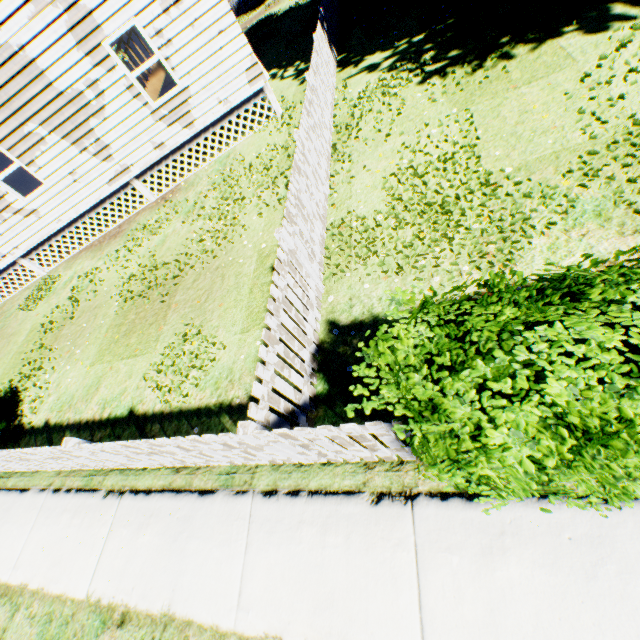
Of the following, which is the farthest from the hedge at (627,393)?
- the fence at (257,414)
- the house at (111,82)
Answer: the house at (111,82)

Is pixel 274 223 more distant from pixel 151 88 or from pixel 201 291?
pixel 151 88

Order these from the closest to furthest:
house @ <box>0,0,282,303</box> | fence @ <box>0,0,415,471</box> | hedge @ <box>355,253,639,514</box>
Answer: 1. hedge @ <box>355,253,639,514</box>
2. fence @ <box>0,0,415,471</box>
3. house @ <box>0,0,282,303</box>

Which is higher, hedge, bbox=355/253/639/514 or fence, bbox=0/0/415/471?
hedge, bbox=355/253/639/514

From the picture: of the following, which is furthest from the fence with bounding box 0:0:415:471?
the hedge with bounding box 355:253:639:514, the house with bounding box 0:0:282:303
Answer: the house with bounding box 0:0:282:303

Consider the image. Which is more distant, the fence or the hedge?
the fence

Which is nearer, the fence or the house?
the fence
